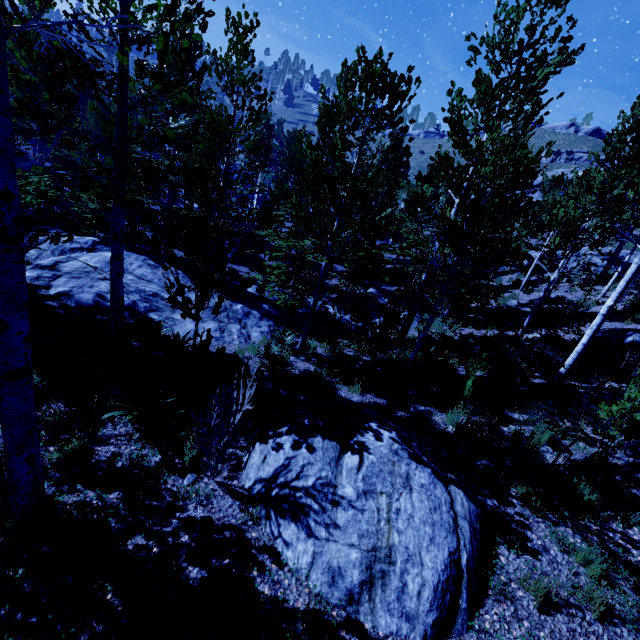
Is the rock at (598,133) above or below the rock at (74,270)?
above

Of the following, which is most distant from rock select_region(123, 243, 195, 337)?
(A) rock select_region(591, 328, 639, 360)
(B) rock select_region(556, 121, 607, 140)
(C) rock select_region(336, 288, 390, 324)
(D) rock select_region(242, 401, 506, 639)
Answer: (B) rock select_region(556, 121, 607, 140)

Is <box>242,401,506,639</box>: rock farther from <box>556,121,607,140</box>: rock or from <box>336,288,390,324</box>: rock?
<box>556,121,607,140</box>: rock

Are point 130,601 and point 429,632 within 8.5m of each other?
yes

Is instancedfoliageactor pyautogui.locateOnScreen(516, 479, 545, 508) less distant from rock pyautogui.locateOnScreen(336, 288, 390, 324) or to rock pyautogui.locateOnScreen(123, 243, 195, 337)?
rock pyautogui.locateOnScreen(123, 243, 195, 337)

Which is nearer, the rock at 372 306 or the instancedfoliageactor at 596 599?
the instancedfoliageactor at 596 599

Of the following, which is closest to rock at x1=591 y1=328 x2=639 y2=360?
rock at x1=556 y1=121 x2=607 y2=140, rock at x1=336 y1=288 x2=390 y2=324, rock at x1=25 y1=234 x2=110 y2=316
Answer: rock at x1=336 y1=288 x2=390 y2=324

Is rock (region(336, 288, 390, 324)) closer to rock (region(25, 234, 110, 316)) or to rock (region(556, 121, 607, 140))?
rock (region(25, 234, 110, 316))
